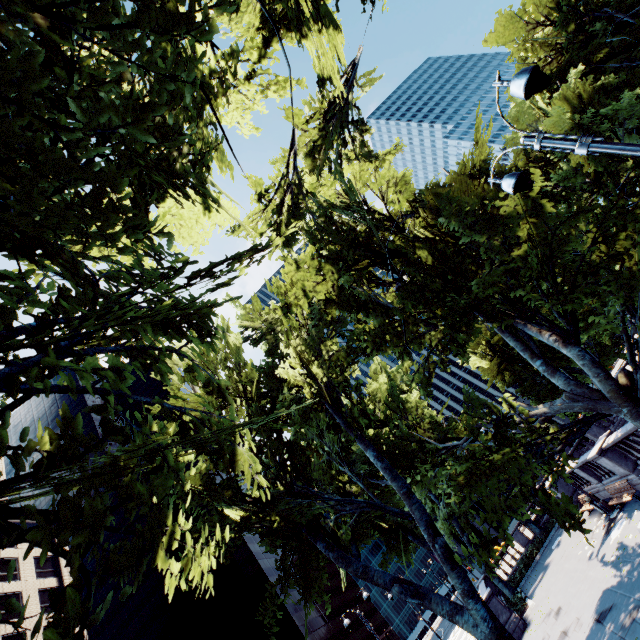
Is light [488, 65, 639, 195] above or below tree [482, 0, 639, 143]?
below

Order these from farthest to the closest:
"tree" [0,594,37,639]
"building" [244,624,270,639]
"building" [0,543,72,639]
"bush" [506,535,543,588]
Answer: "building" [244,624,270,639], "building" [0,543,72,639], "bush" [506,535,543,588], "tree" [0,594,37,639]

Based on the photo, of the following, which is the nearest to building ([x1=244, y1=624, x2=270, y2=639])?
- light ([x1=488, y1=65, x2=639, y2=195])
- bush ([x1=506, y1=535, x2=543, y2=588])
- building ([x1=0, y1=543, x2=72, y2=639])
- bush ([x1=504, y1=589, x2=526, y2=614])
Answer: A: building ([x1=0, y1=543, x2=72, y2=639])

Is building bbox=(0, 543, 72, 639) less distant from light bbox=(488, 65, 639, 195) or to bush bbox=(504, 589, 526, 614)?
bush bbox=(504, 589, 526, 614)

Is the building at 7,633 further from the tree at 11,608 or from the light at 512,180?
the light at 512,180

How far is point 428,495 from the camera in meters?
29.0 m

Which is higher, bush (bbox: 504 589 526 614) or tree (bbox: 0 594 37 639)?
tree (bbox: 0 594 37 639)

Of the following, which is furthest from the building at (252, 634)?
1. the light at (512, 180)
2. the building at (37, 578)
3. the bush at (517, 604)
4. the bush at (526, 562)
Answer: the light at (512, 180)
